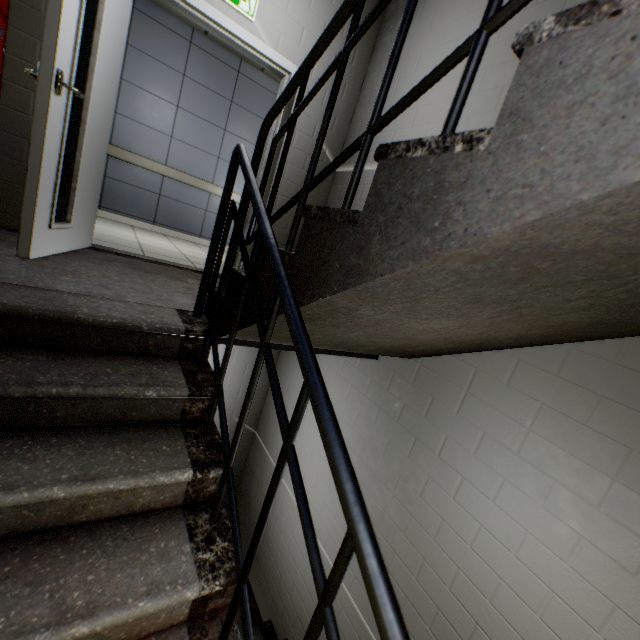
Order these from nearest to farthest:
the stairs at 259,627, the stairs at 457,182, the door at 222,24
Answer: the stairs at 457,182 < the door at 222,24 < the stairs at 259,627

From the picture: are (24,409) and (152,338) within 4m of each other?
yes

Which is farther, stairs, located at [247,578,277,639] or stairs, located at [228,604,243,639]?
stairs, located at [247,578,277,639]

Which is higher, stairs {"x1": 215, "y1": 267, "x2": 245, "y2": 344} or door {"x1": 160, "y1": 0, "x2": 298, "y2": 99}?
door {"x1": 160, "y1": 0, "x2": 298, "y2": 99}

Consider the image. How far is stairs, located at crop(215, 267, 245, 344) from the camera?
1.5 meters

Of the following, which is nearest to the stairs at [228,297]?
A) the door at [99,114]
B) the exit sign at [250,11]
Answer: the door at [99,114]

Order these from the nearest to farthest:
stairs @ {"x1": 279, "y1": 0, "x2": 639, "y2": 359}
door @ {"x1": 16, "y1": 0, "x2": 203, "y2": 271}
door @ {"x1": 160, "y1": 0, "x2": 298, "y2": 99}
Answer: stairs @ {"x1": 279, "y1": 0, "x2": 639, "y2": 359}
door @ {"x1": 16, "y1": 0, "x2": 203, "y2": 271}
door @ {"x1": 160, "y1": 0, "x2": 298, "y2": 99}
